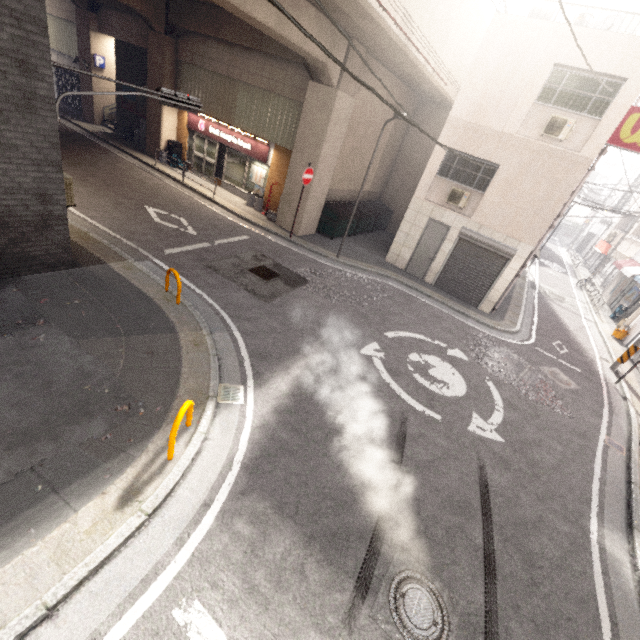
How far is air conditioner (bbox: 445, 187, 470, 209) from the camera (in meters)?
12.33

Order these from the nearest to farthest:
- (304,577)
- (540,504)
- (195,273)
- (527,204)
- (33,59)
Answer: (304,577)
(33,59)
(540,504)
(195,273)
(527,204)

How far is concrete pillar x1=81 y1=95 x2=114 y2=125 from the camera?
19.5 meters

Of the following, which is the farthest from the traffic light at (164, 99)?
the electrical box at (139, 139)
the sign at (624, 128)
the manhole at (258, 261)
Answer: the electrical box at (139, 139)

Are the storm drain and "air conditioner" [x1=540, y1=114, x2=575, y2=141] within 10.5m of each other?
no

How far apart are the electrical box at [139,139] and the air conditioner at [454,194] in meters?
16.4

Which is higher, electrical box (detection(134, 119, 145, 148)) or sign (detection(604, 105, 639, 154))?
sign (detection(604, 105, 639, 154))

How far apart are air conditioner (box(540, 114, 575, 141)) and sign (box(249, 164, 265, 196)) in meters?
10.9 m
